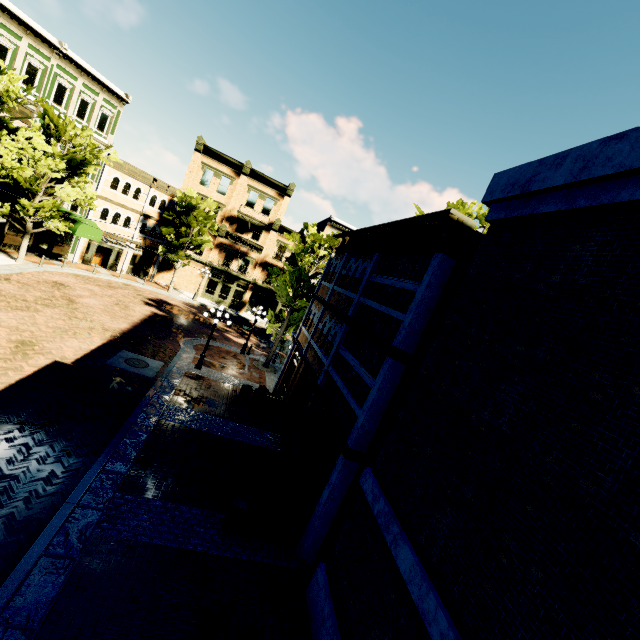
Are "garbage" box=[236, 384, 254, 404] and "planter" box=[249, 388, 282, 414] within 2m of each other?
yes

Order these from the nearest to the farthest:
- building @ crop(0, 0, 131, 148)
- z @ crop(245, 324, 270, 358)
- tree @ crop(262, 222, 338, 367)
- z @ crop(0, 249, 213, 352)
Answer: z @ crop(0, 249, 213, 352)
building @ crop(0, 0, 131, 148)
tree @ crop(262, 222, 338, 367)
z @ crop(245, 324, 270, 358)

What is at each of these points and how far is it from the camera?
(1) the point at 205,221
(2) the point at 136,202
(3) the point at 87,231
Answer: (1) tree, 30.7 meters
(2) building, 29.8 meters
(3) awning, 23.7 meters

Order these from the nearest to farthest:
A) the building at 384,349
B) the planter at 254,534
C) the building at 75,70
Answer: the building at 384,349 → the planter at 254,534 → the building at 75,70

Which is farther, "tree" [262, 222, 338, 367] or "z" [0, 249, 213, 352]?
"tree" [262, 222, 338, 367]

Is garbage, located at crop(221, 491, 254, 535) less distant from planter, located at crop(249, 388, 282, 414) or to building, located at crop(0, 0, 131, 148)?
planter, located at crop(249, 388, 282, 414)

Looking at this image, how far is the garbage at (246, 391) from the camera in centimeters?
1537cm

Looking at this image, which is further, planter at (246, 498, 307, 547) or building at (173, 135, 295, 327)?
building at (173, 135, 295, 327)
